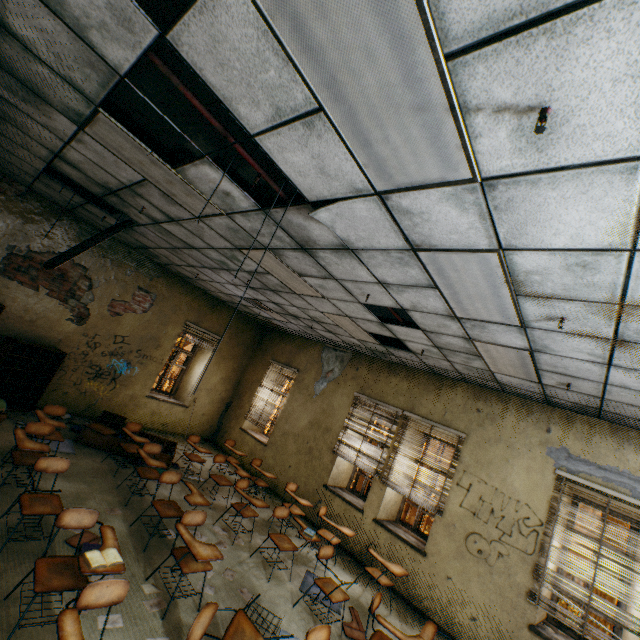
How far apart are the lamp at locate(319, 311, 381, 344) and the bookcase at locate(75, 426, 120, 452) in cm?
433

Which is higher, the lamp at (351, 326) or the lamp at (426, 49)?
the lamp at (351, 326)

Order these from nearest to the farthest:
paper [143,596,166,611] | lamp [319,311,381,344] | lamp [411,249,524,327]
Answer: lamp [411,249,524,327]
paper [143,596,166,611]
lamp [319,311,381,344]

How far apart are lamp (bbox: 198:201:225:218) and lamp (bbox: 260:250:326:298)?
0.7 meters

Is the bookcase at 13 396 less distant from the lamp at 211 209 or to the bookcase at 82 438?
the bookcase at 82 438

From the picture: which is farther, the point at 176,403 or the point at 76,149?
the point at 176,403

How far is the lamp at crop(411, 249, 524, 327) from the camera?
2.4m

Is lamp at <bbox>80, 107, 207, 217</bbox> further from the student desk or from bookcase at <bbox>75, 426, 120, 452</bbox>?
bookcase at <bbox>75, 426, 120, 452</bbox>
